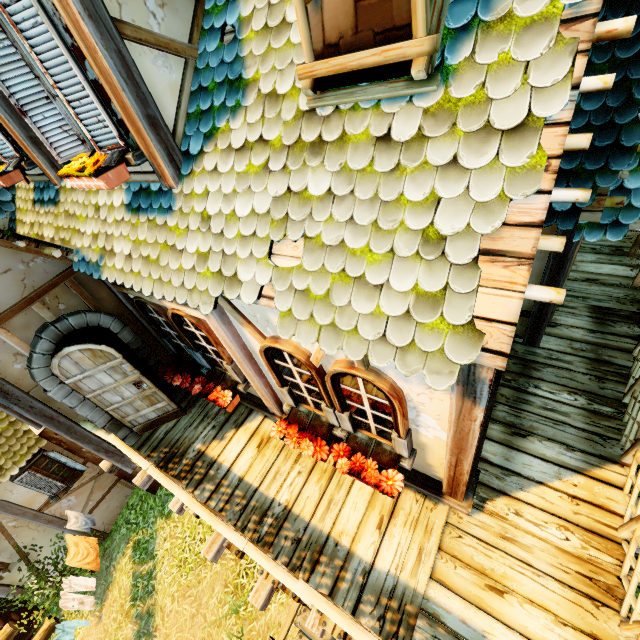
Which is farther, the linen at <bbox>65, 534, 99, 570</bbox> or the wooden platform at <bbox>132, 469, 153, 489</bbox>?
the linen at <bbox>65, 534, 99, 570</bbox>

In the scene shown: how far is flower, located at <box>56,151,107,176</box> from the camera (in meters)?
2.95

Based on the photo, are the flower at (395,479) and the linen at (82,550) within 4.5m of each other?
no

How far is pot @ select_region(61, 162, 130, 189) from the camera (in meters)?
2.99

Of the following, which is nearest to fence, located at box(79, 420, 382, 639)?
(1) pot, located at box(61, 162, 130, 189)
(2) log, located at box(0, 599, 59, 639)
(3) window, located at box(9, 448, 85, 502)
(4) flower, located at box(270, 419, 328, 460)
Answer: (4) flower, located at box(270, 419, 328, 460)

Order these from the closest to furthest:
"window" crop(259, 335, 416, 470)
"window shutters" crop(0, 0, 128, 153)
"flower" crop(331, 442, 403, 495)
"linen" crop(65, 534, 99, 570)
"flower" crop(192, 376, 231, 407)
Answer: "window shutters" crop(0, 0, 128, 153) → "window" crop(259, 335, 416, 470) → "flower" crop(331, 442, 403, 495) → "flower" crop(192, 376, 231, 407) → "linen" crop(65, 534, 99, 570)

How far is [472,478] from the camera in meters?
3.9 m

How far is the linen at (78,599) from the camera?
6.99m
